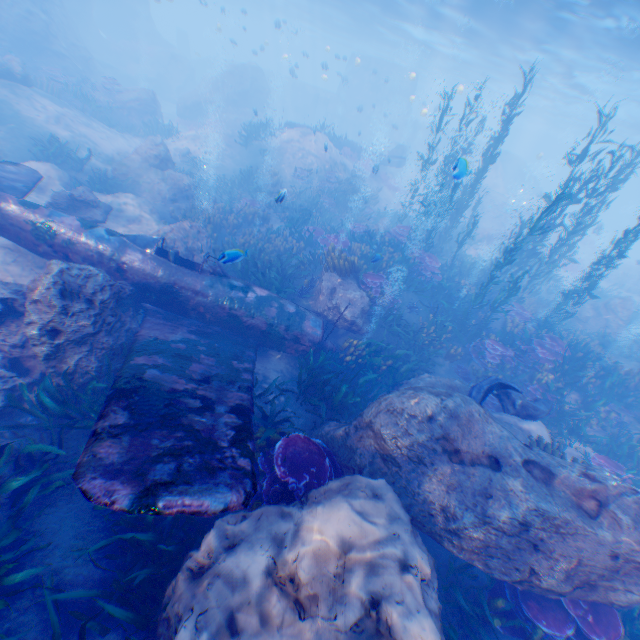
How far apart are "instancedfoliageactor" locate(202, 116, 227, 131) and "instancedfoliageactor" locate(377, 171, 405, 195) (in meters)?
12.90

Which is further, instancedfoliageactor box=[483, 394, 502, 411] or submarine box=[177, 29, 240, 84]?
submarine box=[177, 29, 240, 84]

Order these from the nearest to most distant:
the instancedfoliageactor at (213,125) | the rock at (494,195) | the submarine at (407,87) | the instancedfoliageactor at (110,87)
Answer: the instancedfoliageactor at (110,87) → the instancedfoliageactor at (213,125) → the rock at (494,195) → the submarine at (407,87)

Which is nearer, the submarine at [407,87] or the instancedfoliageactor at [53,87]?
the instancedfoliageactor at [53,87]

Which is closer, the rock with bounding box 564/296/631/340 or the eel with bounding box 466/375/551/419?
the eel with bounding box 466/375/551/419

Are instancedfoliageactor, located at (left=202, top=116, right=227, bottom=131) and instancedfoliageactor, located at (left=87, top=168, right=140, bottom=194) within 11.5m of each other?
no

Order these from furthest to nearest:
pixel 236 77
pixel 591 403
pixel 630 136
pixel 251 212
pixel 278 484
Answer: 1. pixel 630 136
2. pixel 236 77
3. pixel 251 212
4. pixel 591 403
5. pixel 278 484

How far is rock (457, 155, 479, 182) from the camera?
6.58m
